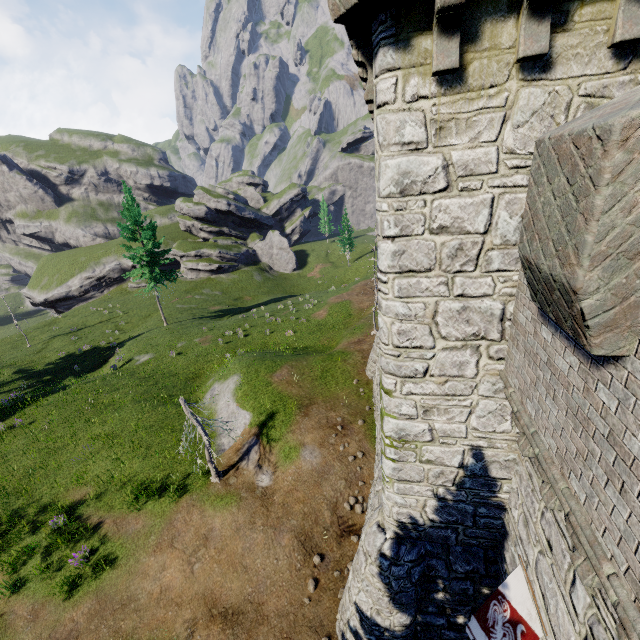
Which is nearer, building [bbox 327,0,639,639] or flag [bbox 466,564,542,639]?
building [bbox 327,0,639,639]

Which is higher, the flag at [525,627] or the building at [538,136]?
the building at [538,136]

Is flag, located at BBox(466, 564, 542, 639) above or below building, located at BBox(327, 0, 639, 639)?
below

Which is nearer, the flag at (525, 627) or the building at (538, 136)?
the building at (538, 136)

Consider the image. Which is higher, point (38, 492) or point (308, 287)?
point (38, 492)
